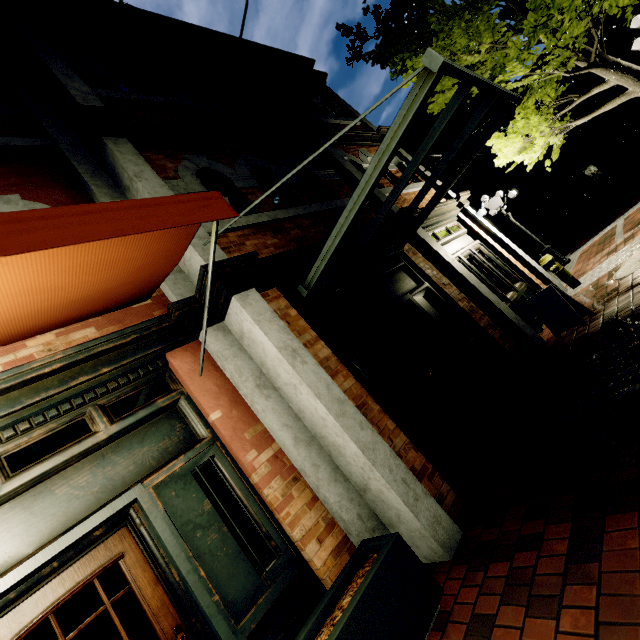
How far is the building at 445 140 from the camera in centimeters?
2486cm

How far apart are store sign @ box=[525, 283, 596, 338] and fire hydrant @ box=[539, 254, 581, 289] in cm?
253

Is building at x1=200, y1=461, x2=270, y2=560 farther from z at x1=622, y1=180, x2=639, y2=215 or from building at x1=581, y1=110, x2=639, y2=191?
building at x1=581, y1=110, x2=639, y2=191

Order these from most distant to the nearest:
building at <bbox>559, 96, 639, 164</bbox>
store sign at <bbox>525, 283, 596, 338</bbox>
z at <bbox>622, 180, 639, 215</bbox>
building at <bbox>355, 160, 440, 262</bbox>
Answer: building at <bbox>559, 96, 639, 164</bbox> < z at <bbox>622, 180, 639, 215</bbox> < building at <bbox>355, 160, 440, 262</bbox> < store sign at <bbox>525, 283, 596, 338</bbox>

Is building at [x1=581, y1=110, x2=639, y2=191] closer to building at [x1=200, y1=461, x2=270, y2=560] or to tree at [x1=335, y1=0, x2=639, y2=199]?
tree at [x1=335, y1=0, x2=639, y2=199]

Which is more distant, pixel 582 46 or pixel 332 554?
pixel 582 46

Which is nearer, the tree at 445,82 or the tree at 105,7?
the tree at 105,7

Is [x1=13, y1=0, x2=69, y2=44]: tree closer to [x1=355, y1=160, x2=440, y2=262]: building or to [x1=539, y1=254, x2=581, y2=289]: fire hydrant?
[x1=355, y1=160, x2=440, y2=262]: building
